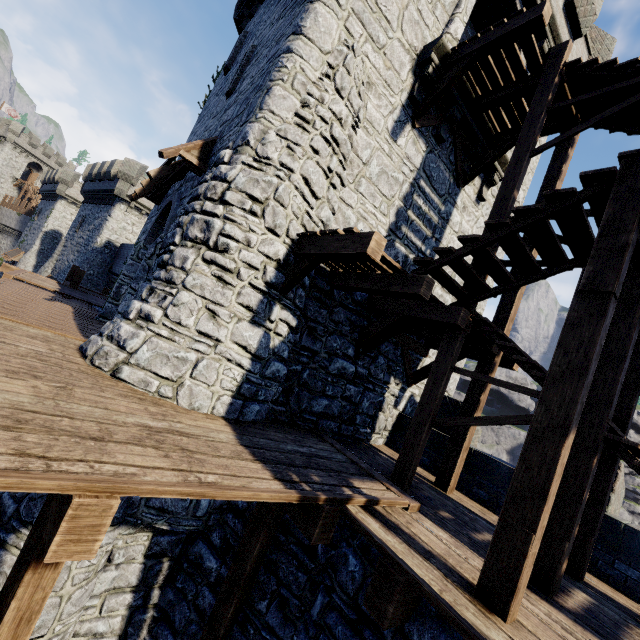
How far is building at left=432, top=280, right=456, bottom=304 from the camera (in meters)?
9.58

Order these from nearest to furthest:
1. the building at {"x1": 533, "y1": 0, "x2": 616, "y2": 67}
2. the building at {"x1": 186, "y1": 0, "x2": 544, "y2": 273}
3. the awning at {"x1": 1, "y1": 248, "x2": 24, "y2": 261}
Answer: the building at {"x1": 186, "y1": 0, "x2": 544, "y2": 273} → the building at {"x1": 533, "y1": 0, "x2": 616, "y2": 67} → the awning at {"x1": 1, "y1": 248, "x2": 24, "y2": 261}

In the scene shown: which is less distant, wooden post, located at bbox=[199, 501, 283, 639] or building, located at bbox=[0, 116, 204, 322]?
wooden post, located at bbox=[199, 501, 283, 639]

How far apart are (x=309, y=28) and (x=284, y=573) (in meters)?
9.27

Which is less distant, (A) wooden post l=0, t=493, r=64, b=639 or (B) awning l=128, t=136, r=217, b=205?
(A) wooden post l=0, t=493, r=64, b=639

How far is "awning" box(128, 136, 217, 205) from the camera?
7.0 meters

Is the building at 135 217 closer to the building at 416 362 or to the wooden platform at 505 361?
the building at 416 362

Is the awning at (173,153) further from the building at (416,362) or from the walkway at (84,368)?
the walkway at (84,368)
